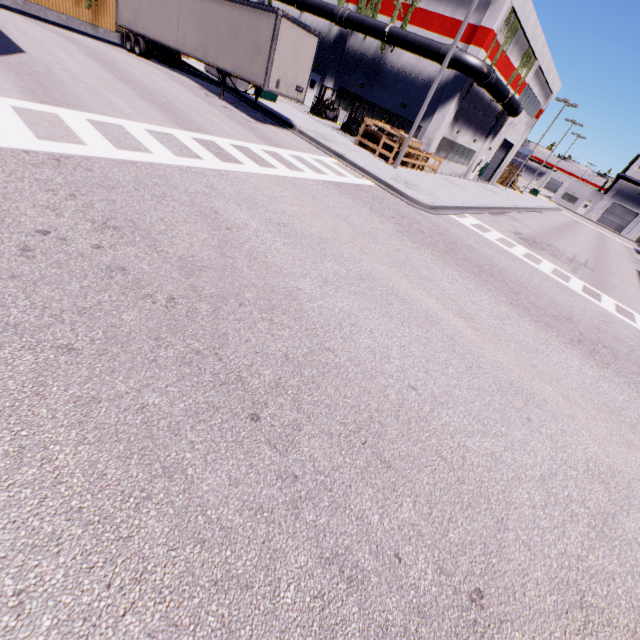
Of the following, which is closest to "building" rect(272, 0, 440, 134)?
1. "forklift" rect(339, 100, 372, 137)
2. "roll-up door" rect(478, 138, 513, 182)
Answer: "roll-up door" rect(478, 138, 513, 182)

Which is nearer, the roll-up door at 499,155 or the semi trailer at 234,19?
the semi trailer at 234,19

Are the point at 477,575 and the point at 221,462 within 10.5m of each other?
yes

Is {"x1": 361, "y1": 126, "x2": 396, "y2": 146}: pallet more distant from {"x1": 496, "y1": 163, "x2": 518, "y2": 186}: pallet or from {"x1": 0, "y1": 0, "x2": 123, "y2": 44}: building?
{"x1": 496, "y1": 163, "x2": 518, "y2": 186}: pallet

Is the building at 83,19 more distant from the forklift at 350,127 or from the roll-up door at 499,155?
the forklift at 350,127

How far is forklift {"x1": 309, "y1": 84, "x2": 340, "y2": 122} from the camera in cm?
2533

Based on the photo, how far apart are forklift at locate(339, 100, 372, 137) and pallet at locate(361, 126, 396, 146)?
3.3 meters

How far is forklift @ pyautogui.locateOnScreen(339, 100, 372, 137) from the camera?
23.9m
